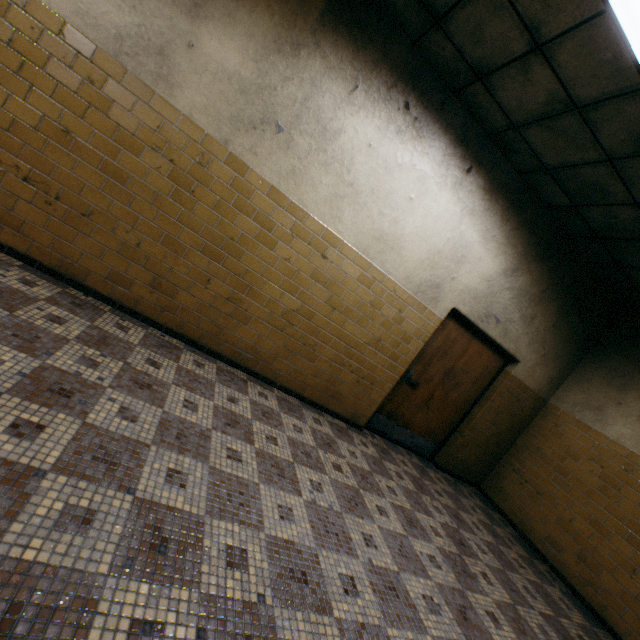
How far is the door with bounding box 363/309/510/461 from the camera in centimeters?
480cm

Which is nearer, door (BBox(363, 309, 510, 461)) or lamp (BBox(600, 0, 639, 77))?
lamp (BBox(600, 0, 639, 77))

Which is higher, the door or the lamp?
the lamp

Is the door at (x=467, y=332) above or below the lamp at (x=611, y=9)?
below

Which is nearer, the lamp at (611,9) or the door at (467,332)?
the lamp at (611,9)

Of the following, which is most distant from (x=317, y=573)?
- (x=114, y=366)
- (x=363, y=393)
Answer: (x=363, y=393)
